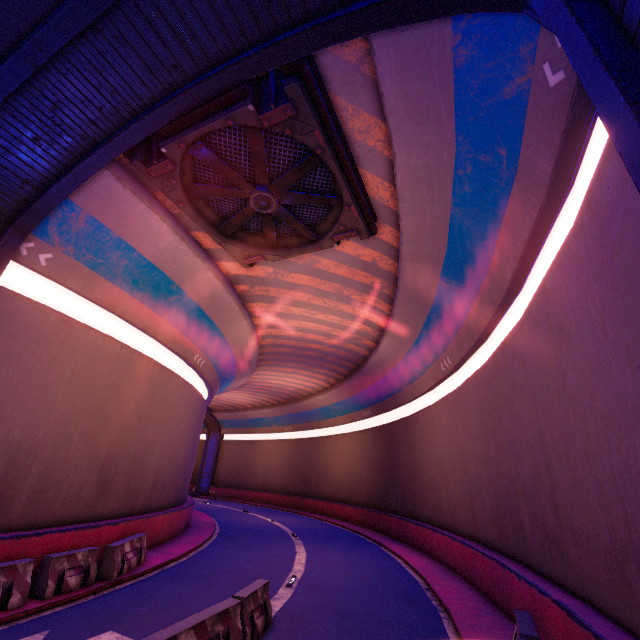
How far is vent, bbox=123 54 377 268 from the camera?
7.55m

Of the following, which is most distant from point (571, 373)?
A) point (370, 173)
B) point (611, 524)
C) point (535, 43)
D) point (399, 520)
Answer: point (399, 520)

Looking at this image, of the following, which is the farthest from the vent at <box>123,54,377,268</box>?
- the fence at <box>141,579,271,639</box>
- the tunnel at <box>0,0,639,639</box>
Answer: the fence at <box>141,579,271,639</box>

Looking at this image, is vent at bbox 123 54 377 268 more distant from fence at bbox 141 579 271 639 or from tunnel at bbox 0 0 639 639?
fence at bbox 141 579 271 639

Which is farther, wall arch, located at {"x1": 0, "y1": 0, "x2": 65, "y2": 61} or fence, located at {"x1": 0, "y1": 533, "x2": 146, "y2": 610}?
fence, located at {"x1": 0, "y1": 533, "x2": 146, "y2": 610}

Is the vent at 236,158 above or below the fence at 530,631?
above

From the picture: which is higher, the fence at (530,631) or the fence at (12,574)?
the fence at (530,631)

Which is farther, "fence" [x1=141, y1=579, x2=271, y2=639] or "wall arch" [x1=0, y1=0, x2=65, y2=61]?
"wall arch" [x1=0, y1=0, x2=65, y2=61]
